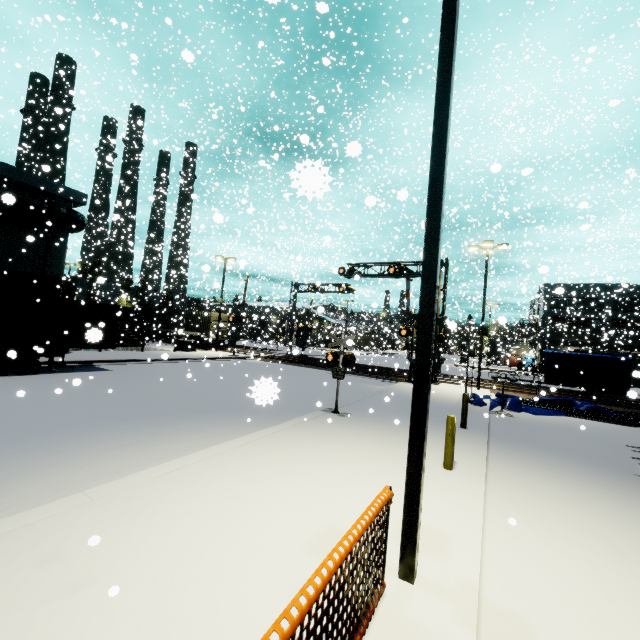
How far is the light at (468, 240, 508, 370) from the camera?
21.1 meters

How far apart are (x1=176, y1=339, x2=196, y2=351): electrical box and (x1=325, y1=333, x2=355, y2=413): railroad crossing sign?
21.73m

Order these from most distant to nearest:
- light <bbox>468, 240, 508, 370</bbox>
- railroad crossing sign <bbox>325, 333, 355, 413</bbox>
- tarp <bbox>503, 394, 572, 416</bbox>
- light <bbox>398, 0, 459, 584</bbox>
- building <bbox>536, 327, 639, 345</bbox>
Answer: building <bbox>536, 327, 639, 345</bbox> < light <bbox>468, 240, 508, 370</bbox> < tarp <bbox>503, 394, 572, 416</bbox> < railroad crossing sign <bbox>325, 333, 355, 413</bbox> < light <bbox>398, 0, 459, 584</bbox>

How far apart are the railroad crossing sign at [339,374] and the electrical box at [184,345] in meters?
21.7

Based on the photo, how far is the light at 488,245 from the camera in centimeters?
2106cm

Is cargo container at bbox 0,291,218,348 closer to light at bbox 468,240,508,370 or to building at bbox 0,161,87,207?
building at bbox 0,161,87,207

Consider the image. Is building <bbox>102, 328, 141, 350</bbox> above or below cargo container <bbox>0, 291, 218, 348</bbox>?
below

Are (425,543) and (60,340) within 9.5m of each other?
no
